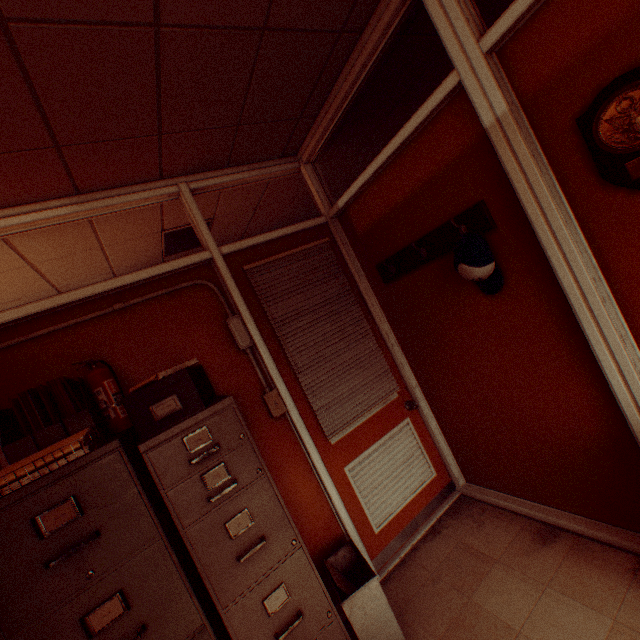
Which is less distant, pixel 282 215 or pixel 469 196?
pixel 469 196

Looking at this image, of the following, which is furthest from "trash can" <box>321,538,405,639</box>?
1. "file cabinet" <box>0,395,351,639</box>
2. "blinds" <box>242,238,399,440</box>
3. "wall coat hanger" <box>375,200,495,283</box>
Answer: "wall coat hanger" <box>375,200,495,283</box>

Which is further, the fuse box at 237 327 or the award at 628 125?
the fuse box at 237 327

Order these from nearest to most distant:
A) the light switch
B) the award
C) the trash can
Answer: the award < the trash can < the light switch

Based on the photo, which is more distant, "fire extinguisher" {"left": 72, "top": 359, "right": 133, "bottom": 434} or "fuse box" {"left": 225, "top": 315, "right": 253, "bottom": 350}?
"fuse box" {"left": 225, "top": 315, "right": 253, "bottom": 350}

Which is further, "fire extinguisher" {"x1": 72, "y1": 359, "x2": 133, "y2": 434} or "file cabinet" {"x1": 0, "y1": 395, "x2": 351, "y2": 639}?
"fire extinguisher" {"x1": 72, "y1": 359, "x2": 133, "y2": 434}

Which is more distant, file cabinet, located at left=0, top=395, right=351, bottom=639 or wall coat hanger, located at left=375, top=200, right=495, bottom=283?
wall coat hanger, located at left=375, top=200, right=495, bottom=283

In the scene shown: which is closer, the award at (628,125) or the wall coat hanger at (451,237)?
the award at (628,125)
